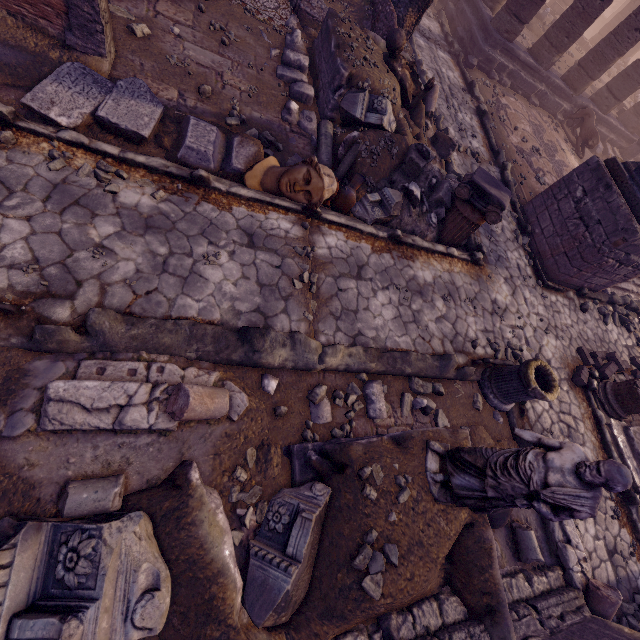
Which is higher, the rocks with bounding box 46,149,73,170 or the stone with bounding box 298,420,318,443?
the stone with bounding box 298,420,318,443

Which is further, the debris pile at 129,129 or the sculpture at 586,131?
the sculpture at 586,131

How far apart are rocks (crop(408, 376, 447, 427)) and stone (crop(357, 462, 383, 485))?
1.50m

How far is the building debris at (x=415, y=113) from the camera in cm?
747

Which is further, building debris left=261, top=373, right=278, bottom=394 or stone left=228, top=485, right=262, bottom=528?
building debris left=261, top=373, right=278, bottom=394

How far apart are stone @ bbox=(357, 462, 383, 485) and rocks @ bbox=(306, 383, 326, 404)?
1.1m

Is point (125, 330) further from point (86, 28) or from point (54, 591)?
point (86, 28)

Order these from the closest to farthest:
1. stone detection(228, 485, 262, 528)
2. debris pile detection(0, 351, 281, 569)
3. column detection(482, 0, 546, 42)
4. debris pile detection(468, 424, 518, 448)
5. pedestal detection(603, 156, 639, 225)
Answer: debris pile detection(0, 351, 281, 569), stone detection(228, 485, 262, 528), debris pile detection(468, 424, 518, 448), pedestal detection(603, 156, 639, 225), column detection(482, 0, 546, 42)
